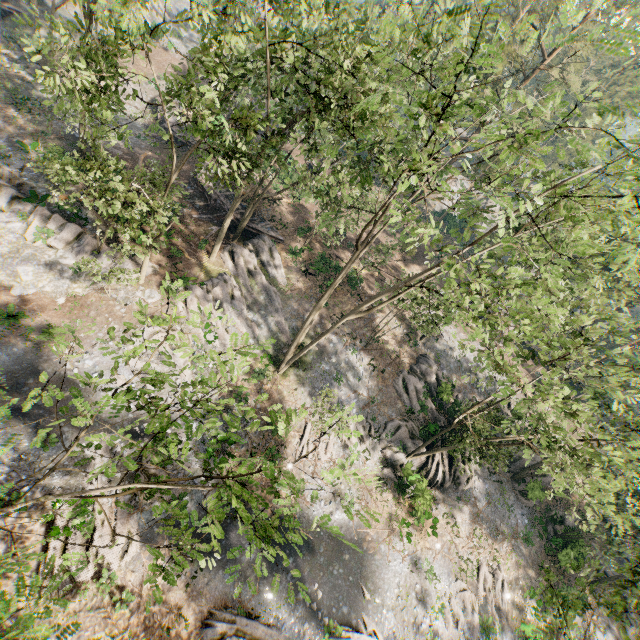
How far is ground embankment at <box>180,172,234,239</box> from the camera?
30.88m

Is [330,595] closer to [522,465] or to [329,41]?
[522,465]

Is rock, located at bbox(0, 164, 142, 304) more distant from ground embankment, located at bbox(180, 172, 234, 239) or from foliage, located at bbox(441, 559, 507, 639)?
ground embankment, located at bbox(180, 172, 234, 239)

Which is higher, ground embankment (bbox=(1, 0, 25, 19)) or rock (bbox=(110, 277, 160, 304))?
ground embankment (bbox=(1, 0, 25, 19))

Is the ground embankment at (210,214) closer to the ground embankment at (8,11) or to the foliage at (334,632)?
the foliage at (334,632)

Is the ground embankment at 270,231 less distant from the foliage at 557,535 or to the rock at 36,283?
the foliage at 557,535

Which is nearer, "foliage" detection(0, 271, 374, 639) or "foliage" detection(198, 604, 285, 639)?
"foliage" detection(0, 271, 374, 639)
